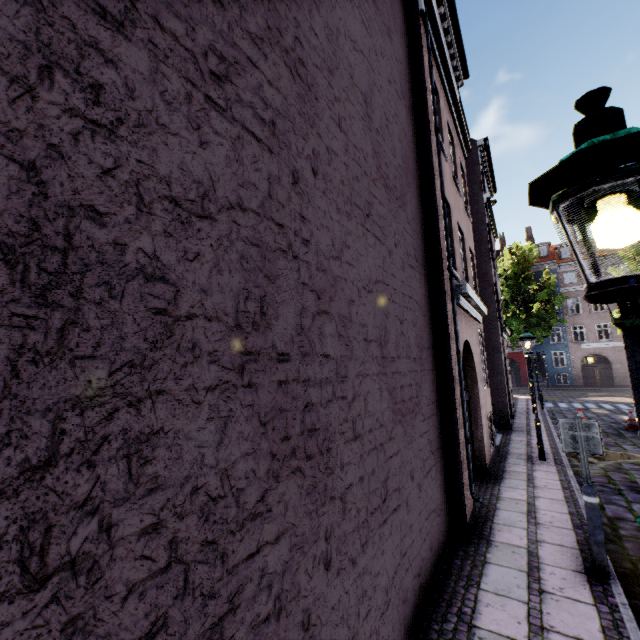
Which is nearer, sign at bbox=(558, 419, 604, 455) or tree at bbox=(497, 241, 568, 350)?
sign at bbox=(558, 419, 604, 455)

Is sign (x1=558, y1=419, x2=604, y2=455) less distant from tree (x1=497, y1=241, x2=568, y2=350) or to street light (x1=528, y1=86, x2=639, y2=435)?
street light (x1=528, y1=86, x2=639, y2=435)

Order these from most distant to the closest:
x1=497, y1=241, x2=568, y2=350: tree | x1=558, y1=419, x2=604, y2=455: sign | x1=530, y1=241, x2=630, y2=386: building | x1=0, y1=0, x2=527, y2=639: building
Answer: x1=530, y1=241, x2=630, y2=386: building, x1=497, y1=241, x2=568, y2=350: tree, x1=558, y1=419, x2=604, y2=455: sign, x1=0, y1=0, x2=527, y2=639: building

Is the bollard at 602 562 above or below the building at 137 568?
below

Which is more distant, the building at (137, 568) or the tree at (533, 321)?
the tree at (533, 321)

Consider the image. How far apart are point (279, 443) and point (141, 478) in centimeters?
85cm

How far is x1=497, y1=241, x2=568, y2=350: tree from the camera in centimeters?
2622cm

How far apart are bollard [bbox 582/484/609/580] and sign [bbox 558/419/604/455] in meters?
0.5
